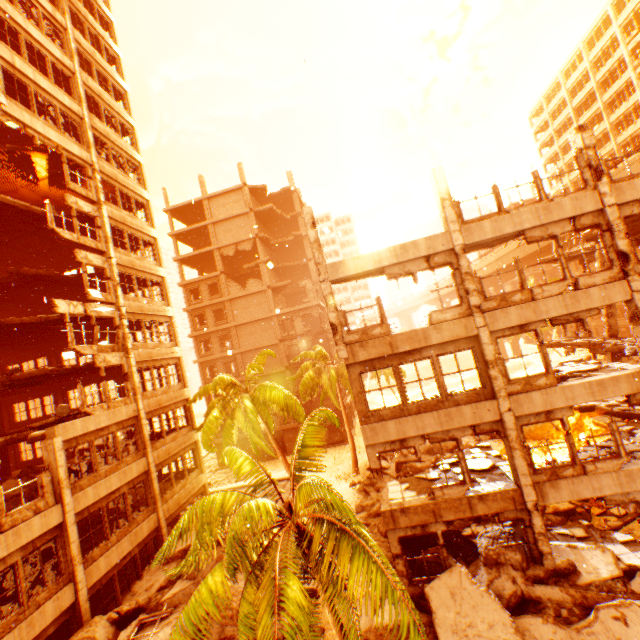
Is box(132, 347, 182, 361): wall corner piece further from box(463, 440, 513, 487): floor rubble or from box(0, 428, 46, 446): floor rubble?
box(463, 440, 513, 487): floor rubble

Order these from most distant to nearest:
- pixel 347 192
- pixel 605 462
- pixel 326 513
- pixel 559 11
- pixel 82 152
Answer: pixel 347 192
pixel 559 11
pixel 82 152
pixel 605 462
pixel 326 513

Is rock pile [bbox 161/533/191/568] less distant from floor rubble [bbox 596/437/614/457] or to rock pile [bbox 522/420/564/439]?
rock pile [bbox 522/420/564/439]

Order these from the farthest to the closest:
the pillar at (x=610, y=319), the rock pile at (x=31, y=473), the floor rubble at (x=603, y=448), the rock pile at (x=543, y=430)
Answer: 1. the rock pile at (x=543, y=430)
2. the pillar at (x=610, y=319)
3. the rock pile at (x=31, y=473)
4. the floor rubble at (x=603, y=448)

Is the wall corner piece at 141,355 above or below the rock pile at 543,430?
above

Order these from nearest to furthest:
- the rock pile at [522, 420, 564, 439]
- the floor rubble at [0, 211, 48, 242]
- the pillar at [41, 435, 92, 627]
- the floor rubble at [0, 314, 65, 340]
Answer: the pillar at [41, 435, 92, 627]
the floor rubble at [0, 314, 65, 340]
the floor rubble at [0, 211, 48, 242]
the rock pile at [522, 420, 564, 439]

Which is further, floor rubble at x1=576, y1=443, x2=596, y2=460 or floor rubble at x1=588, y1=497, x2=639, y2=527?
floor rubble at x1=588, y1=497, x2=639, y2=527

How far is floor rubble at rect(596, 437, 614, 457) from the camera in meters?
11.7 m
